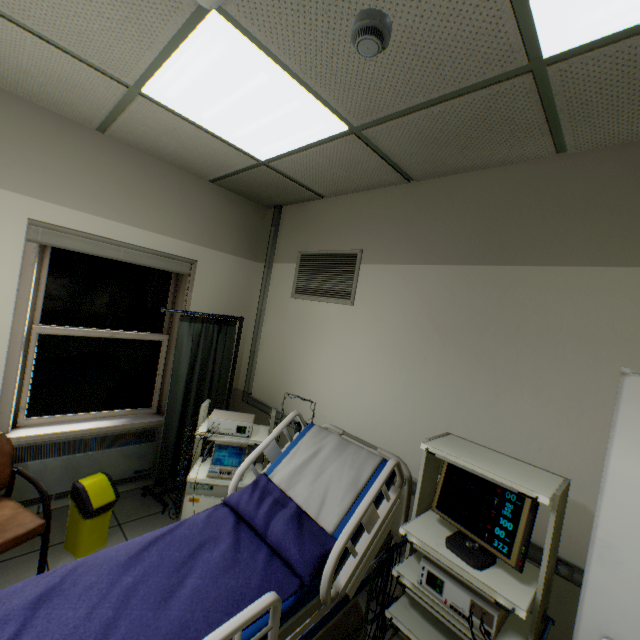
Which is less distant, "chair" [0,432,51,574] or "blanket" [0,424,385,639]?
"blanket" [0,424,385,639]

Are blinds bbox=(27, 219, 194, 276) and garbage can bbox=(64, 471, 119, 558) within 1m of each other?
no

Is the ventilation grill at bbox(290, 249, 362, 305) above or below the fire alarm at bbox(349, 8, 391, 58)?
below

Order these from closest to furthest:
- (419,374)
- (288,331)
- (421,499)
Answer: (421,499) → (419,374) → (288,331)

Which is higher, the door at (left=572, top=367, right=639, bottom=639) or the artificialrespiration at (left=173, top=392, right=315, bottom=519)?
the door at (left=572, top=367, right=639, bottom=639)

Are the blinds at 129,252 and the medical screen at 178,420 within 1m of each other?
yes

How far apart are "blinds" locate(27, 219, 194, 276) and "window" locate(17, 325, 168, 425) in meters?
0.7

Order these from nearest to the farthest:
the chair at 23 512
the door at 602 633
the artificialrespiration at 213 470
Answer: the door at 602 633 < the chair at 23 512 < the artificialrespiration at 213 470
